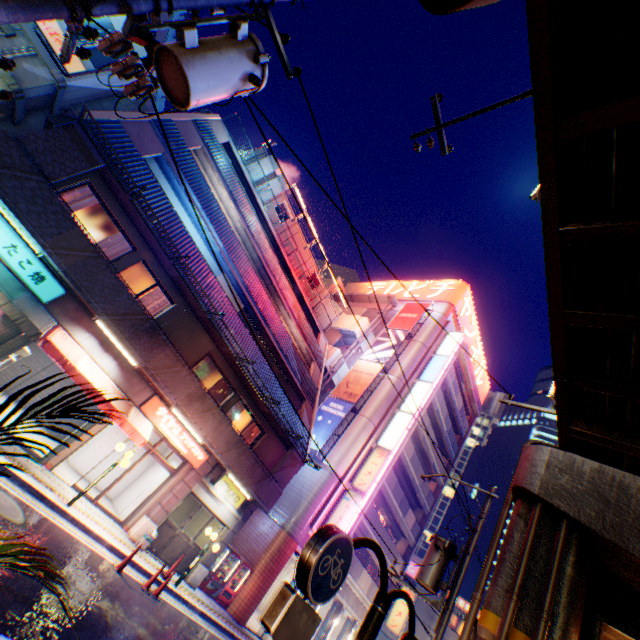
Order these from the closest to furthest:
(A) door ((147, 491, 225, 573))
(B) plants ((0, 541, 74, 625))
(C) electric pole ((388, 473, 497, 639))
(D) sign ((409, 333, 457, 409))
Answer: (B) plants ((0, 541, 74, 625)) → (C) electric pole ((388, 473, 497, 639)) → (A) door ((147, 491, 225, 573)) → (D) sign ((409, 333, 457, 409))

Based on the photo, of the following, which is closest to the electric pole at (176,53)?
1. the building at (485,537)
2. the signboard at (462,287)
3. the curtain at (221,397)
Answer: the curtain at (221,397)

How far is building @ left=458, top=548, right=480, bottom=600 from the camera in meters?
54.2

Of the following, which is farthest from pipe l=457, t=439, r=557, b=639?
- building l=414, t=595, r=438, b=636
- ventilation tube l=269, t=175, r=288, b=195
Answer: building l=414, t=595, r=438, b=636

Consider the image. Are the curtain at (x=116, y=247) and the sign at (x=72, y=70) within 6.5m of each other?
yes

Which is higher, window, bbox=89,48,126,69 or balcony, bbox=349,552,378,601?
window, bbox=89,48,126,69

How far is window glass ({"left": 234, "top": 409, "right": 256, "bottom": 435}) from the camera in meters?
17.0

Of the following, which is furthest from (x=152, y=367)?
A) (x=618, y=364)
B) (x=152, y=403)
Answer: (x=618, y=364)
